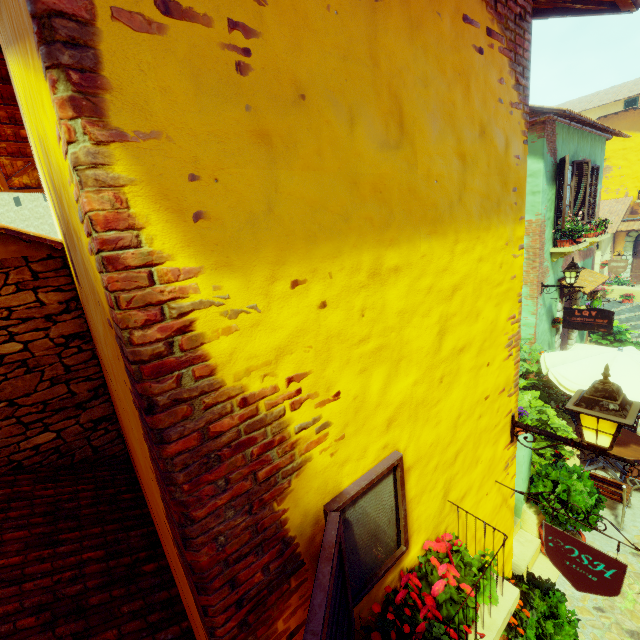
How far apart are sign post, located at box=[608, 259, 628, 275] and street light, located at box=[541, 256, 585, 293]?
4.8 meters

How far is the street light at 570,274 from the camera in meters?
7.6 m

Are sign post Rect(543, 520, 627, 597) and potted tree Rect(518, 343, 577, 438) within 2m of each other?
no

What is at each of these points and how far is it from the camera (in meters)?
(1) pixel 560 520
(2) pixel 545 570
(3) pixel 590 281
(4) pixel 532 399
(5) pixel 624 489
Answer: (1) potted tree, 5.04
(2) stair, 5.38
(3) door eaves, 9.38
(4) potted tree, 7.02
(5) chair, 5.52

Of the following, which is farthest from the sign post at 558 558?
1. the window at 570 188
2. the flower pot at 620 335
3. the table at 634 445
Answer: the flower pot at 620 335

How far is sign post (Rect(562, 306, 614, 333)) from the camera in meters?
7.6 m

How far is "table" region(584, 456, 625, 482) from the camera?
6.7m

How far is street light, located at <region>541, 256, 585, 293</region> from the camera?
7.63m
